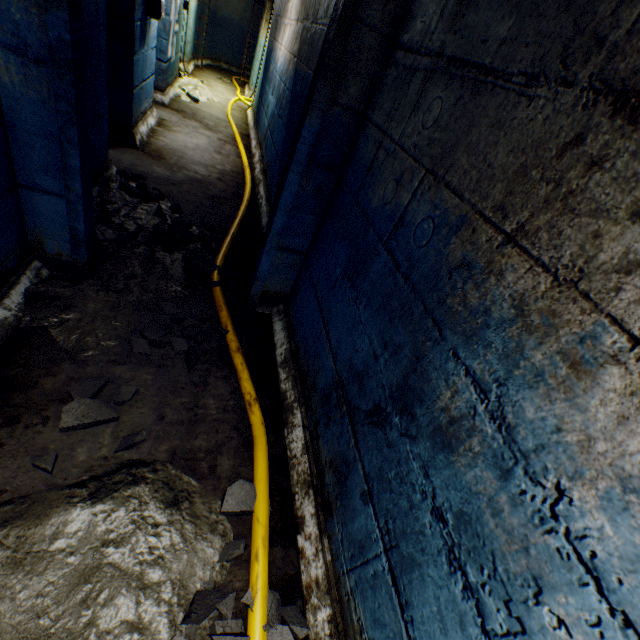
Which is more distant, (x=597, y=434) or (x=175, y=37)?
(x=175, y=37)

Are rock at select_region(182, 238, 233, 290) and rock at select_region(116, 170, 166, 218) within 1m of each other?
yes

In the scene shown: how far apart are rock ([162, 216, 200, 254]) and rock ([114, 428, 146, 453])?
1.3 meters

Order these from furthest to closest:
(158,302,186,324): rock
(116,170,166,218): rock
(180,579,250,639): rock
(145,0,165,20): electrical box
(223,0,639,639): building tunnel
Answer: (145,0,165,20): electrical box, (116,170,166,218): rock, (158,302,186,324): rock, (180,579,250,639): rock, (223,0,639,639): building tunnel

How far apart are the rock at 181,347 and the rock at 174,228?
0.36m

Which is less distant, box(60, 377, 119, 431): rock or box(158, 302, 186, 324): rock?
box(60, 377, 119, 431): rock

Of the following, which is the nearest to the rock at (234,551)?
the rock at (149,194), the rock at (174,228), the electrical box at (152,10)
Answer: the rock at (174,228)

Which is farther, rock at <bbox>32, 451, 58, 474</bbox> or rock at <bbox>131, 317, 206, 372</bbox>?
rock at <bbox>131, 317, 206, 372</bbox>
